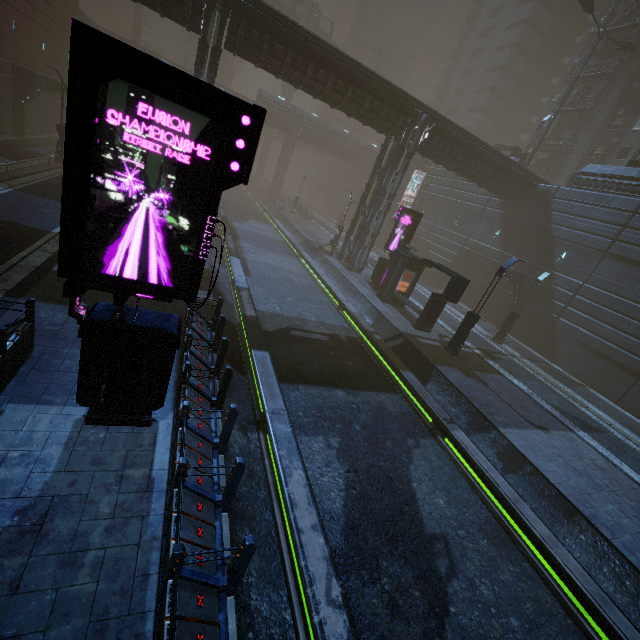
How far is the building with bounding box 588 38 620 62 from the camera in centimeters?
3605cm

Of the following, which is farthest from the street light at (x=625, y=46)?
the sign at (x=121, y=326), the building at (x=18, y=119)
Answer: the sign at (x=121, y=326)

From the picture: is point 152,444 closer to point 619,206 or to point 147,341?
point 147,341

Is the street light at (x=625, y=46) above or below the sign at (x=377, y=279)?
above

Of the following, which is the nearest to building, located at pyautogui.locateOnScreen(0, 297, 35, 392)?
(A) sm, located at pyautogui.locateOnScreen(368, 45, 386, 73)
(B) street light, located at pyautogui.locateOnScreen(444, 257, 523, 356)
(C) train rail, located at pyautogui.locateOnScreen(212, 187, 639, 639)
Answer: (C) train rail, located at pyautogui.locateOnScreen(212, 187, 639, 639)

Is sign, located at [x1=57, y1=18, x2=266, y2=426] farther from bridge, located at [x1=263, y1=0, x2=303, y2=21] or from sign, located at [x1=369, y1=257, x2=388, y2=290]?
bridge, located at [x1=263, y1=0, x2=303, y2=21]

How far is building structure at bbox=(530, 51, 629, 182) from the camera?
34.5m

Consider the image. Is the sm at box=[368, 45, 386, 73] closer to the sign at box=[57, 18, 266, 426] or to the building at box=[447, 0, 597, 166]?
the building at box=[447, 0, 597, 166]
